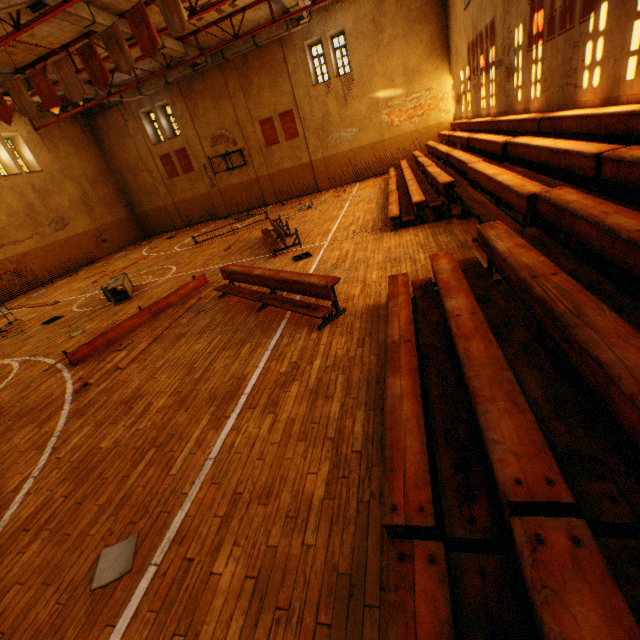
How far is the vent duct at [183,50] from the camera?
14.5m

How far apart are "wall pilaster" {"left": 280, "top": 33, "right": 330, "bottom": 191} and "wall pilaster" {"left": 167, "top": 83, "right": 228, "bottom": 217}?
7.1 meters

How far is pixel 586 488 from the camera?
1.85m

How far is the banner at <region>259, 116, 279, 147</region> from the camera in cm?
2055

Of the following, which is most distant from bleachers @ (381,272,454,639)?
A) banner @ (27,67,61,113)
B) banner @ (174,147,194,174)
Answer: banner @ (174,147,194,174)

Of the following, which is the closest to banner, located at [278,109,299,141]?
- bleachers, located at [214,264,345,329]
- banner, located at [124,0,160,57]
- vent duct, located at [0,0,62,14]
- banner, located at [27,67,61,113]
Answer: vent duct, located at [0,0,62,14]

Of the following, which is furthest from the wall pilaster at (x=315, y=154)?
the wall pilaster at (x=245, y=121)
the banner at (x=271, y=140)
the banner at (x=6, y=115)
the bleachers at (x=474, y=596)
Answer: the banner at (x=6, y=115)

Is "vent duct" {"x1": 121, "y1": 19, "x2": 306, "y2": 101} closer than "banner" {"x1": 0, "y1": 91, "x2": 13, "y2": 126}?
No
